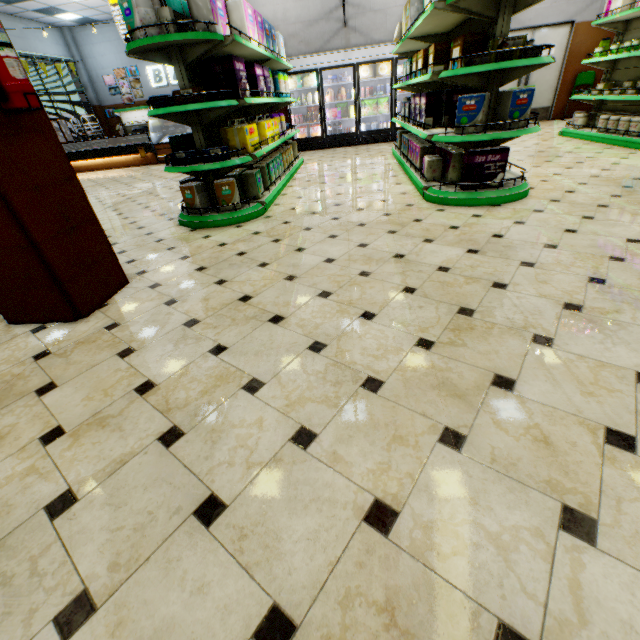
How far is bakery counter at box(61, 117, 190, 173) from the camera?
11.2 meters

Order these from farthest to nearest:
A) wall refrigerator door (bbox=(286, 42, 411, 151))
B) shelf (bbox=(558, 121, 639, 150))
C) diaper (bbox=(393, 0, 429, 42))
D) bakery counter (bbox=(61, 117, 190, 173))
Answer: bakery counter (bbox=(61, 117, 190, 173))
wall refrigerator door (bbox=(286, 42, 411, 151))
shelf (bbox=(558, 121, 639, 150))
diaper (bbox=(393, 0, 429, 42))

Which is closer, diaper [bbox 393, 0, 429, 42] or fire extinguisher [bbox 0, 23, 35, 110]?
fire extinguisher [bbox 0, 23, 35, 110]

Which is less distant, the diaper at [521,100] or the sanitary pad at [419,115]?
the diaper at [521,100]

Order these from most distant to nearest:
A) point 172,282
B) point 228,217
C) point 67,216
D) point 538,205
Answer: point 228,217
point 538,205
point 172,282
point 67,216

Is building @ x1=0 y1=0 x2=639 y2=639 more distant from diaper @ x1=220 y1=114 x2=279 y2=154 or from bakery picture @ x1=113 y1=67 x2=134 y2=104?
diaper @ x1=220 y1=114 x2=279 y2=154

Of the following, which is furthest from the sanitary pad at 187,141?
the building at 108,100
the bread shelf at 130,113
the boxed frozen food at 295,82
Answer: the bread shelf at 130,113

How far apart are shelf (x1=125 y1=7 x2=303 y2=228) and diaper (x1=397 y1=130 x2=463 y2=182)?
2.2m
